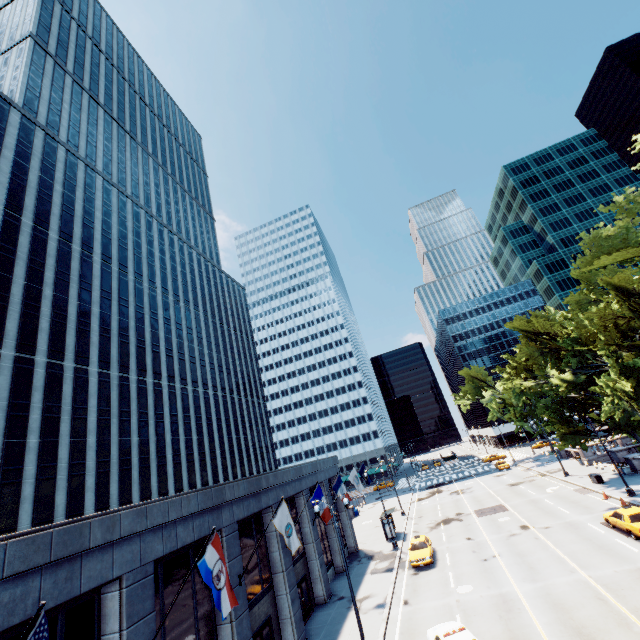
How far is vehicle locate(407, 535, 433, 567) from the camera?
25.7m

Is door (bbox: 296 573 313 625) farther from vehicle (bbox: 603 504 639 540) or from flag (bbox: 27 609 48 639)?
vehicle (bbox: 603 504 639 540)

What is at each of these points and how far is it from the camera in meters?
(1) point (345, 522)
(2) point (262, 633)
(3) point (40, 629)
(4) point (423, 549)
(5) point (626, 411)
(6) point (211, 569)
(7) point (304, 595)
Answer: (1) building, 35.8 m
(2) door, 17.7 m
(3) flag, 6.1 m
(4) vehicle, 27.1 m
(5) tree, 30.9 m
(6) flag, 11.0 m
(7) door, 23.2 m

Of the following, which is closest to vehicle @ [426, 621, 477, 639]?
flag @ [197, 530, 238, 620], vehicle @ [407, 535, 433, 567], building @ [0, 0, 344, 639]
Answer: building @ [0, 0, 344, 639]

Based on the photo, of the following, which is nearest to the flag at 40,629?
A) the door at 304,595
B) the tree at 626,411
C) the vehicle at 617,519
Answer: the door at 304,595

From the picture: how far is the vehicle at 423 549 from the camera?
25.73m

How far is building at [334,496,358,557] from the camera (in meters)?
34.56

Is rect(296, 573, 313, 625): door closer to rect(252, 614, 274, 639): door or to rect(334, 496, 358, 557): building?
rect(334, 496, 358, 557): building
